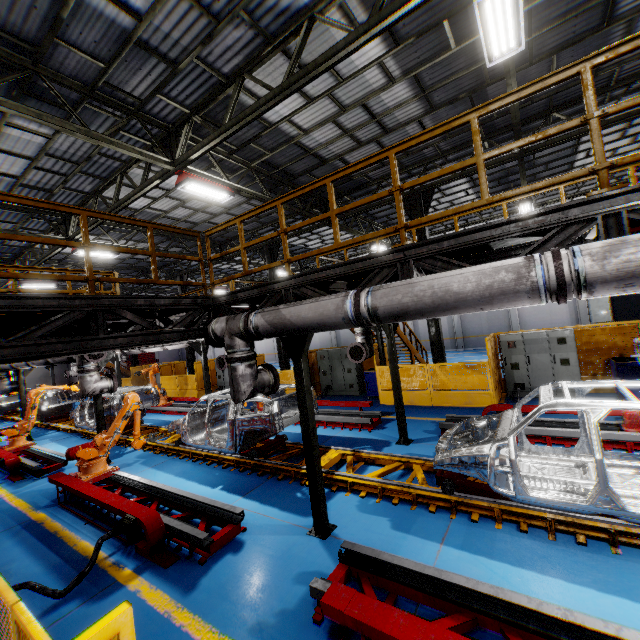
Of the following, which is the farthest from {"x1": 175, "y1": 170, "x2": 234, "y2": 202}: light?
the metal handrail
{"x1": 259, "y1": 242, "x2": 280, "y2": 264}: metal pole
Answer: {"x1": 259, "y1": 242, "x2": 280, "y2": 264}: metal pole

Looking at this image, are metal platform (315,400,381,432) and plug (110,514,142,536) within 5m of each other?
no

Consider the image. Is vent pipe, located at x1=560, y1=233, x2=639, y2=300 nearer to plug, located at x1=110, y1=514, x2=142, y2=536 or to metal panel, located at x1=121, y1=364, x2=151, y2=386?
plug, located at x1=110, y1=514, x2=142, y2=536

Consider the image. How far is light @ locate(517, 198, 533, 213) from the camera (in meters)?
14.52

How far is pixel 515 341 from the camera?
11.1m

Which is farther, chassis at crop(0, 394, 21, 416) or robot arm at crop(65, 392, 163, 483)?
chassis at crop(0, 394, 21, 416)

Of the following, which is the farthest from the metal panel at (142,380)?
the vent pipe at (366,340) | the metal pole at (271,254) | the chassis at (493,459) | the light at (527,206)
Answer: the light at (527,206)

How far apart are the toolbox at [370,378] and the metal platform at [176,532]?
8.49m
